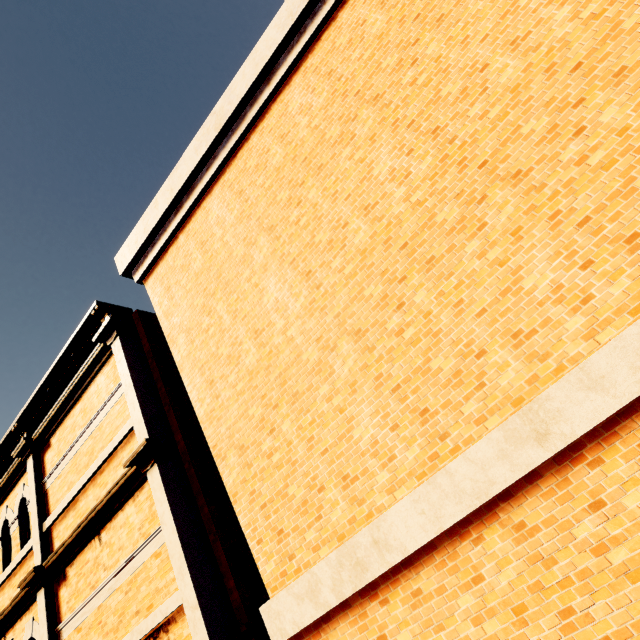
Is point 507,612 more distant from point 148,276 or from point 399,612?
point 148,276
